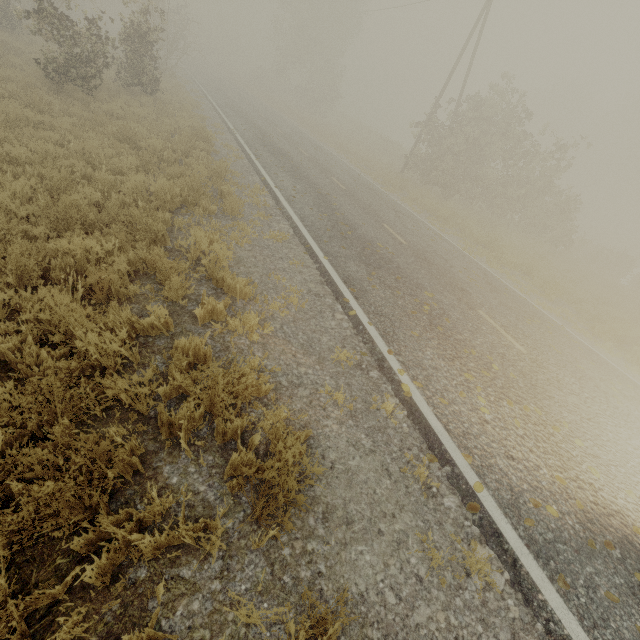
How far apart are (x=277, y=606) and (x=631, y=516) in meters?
4.7 m

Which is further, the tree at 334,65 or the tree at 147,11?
the tree at 334,65

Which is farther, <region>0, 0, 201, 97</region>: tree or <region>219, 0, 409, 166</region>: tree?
<region>219, 0, 409, 166</region>: tree
